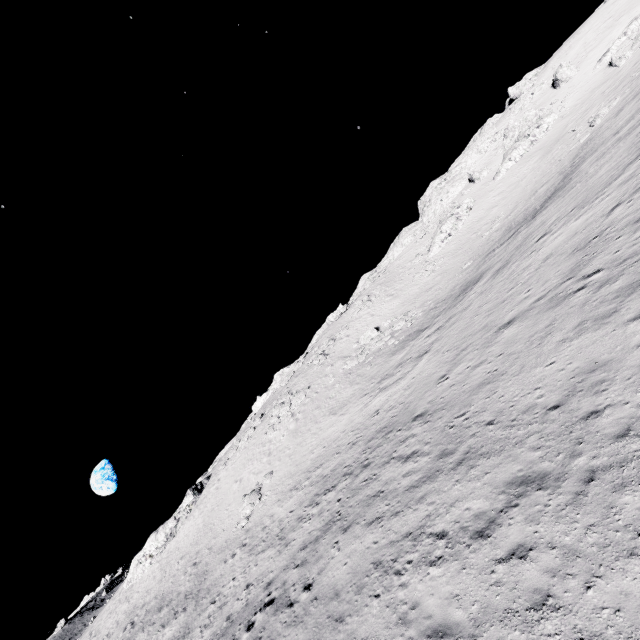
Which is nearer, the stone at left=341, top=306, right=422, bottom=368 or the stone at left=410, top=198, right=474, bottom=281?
the stone at left=341, top=306, right=422, bottom=368

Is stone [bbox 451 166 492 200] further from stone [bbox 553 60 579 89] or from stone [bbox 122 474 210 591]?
stone [bbox 122 474 210 591]

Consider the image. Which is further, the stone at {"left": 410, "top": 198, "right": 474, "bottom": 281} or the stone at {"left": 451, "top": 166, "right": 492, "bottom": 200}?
the stone at {"left": 451, "top": 166, "right": 492, "bottom": 200}

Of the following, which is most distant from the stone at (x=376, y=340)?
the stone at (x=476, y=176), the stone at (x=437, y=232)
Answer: the stone at (x=476, y=176)

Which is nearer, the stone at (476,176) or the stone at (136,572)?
the stone at (136,572)

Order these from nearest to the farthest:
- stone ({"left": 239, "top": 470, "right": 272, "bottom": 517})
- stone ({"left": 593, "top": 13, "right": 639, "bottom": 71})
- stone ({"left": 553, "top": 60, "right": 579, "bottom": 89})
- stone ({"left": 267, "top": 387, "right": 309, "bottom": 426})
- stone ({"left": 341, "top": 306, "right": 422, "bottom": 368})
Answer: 1. stone ({"left": 239, "top": 470, "right": 272, "bottom": 517})
2. stone ({"left": 341, "top": 306, "right": 422, "bottom": 368})
3. stone ({"left": 267, "top": 387, "right": 309, "bottom": 426})
4. stone ({"left": 593, "top": 13, "right": 639, "bottom": 71})
5. stone ({"left": 553, "top": 60, "right": 579, "bottom": 89})

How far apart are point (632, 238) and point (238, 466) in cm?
4130

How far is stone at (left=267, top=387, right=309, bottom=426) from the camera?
38.17m
